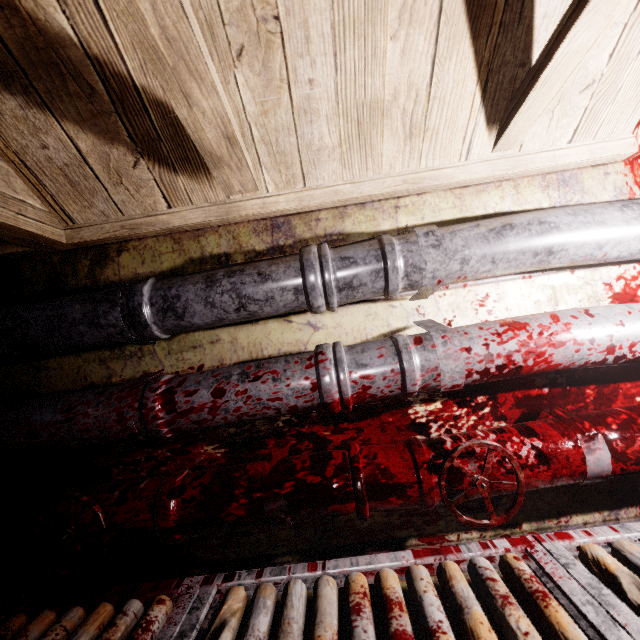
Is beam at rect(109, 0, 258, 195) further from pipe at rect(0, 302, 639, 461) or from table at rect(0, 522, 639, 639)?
table at rect(0, 522, 639, 639)

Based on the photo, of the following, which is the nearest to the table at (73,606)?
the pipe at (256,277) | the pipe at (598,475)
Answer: the pipe at (598,475)

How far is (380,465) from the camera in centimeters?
98cm

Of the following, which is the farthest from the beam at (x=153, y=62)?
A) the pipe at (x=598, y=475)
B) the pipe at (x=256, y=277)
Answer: the pipe at (x=598, y=475)

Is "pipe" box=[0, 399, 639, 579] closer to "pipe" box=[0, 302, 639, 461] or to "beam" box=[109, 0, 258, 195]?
"pipe" box=[0, 302, 639, 461]

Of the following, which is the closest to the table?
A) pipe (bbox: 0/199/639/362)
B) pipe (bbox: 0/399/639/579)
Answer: pipe (bbox: 0/399/639/579)

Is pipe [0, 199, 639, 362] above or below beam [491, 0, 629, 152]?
below

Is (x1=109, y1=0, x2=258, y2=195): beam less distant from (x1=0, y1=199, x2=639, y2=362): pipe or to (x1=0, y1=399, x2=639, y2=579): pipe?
(x1=0, y1=199, x2=639, y2=362): pipe
